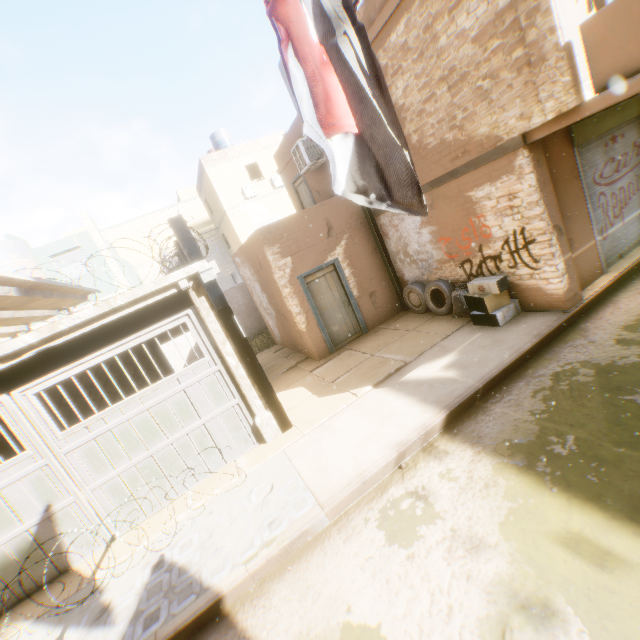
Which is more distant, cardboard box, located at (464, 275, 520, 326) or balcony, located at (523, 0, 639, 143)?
cardboard box, located at (464, 275, 520, 326)

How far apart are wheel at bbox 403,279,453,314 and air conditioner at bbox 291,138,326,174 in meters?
3.6

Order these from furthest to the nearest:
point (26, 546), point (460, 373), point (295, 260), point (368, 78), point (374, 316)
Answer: point (374, 316) < point (295, 260) < point (460, 373) < point (26, 546) < point (368, 78)

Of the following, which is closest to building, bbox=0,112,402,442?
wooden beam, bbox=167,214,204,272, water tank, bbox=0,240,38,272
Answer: wooden beam, bbox=167,214,204,272

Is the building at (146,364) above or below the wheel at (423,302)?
above

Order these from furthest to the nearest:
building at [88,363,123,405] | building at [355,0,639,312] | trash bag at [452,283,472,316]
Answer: building at [88,363,123,405] < trash bag at [452,283,472,316] < building at [355,0,639,312]

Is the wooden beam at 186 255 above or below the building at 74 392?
above

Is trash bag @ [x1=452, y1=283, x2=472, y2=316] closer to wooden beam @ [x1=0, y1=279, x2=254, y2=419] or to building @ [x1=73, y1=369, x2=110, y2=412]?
building @ [x1=73, y1=369, x2=110, y2=412]
